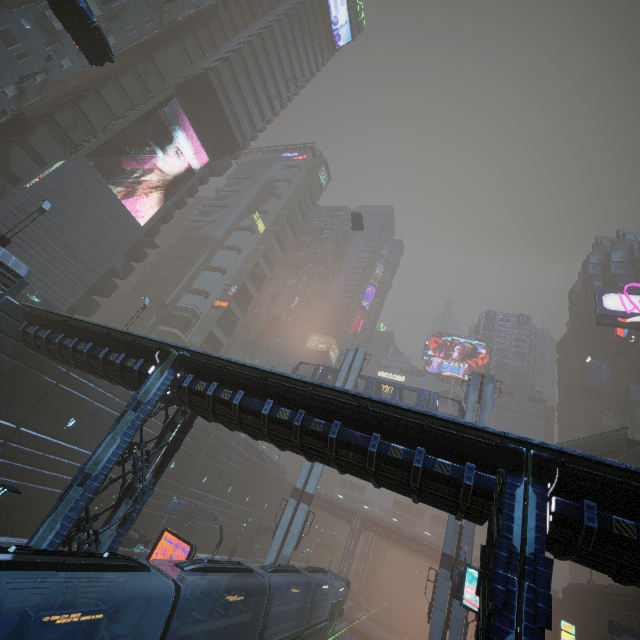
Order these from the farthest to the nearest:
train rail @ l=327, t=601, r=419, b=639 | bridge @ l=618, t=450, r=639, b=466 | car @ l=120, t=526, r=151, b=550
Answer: train rail @ l=327, t=601, r=419, b=639, bridge @ l=618, t=450, r=639, b=466, car @ l=120, t=526, r=151, b=550

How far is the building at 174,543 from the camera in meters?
33.0

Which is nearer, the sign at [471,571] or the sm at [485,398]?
the sign at [471,571]

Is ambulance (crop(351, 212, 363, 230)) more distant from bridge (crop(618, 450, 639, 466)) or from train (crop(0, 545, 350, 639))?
train (crop(0, 545, 350, 639))

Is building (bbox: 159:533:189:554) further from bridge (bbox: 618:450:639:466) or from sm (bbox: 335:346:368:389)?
bridge (bbox: 618:450:639:466)

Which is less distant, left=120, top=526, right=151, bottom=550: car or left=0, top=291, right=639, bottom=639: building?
left=0, top=291, right=639, bottom=639: building

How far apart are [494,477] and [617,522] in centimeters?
255cm

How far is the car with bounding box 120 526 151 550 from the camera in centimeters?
2584cm
